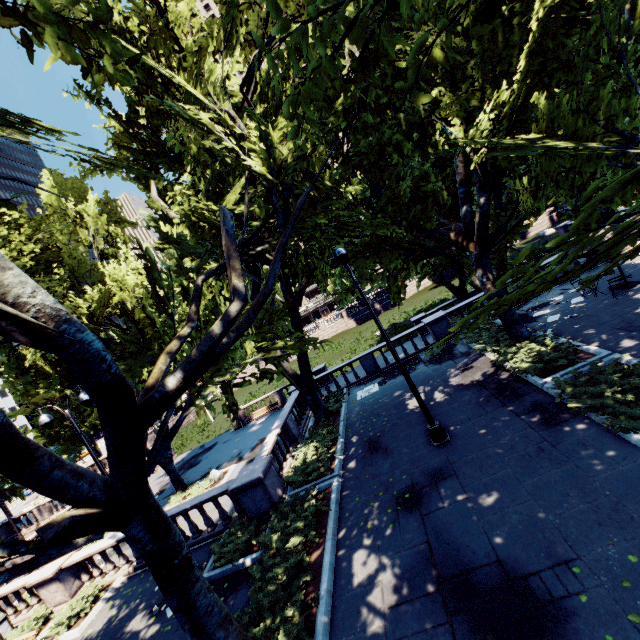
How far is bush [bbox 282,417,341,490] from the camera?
12.4m

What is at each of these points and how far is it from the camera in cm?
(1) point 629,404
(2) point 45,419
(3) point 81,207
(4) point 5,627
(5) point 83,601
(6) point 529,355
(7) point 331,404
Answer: (1) bush, 780
(2) light, 1130
(3) tree, 2238
(4) garbage can, 1316
(5) bush, 1217
(6) bush, 1245
(7) bush, 1861

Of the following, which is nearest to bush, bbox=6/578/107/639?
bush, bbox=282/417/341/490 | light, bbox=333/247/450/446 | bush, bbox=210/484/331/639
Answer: bush, bbox=210/484/331/639

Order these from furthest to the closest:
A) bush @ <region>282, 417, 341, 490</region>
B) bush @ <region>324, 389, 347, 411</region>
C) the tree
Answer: bush @ <region>324, 389, 347, 411</region> < bush @ <region>282, 417, 341, 490</region> < the tree

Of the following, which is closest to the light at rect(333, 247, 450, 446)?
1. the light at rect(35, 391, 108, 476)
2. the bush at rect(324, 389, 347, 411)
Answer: the bush at rect(324, 389, 347, 411)

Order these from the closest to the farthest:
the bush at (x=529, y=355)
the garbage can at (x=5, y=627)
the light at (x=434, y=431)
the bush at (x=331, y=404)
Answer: the light at (x=434, y=431) < the bush at (x=529, y=355) < the garbage can at (x=5, y=627) < the bush at (x=331, y=404)

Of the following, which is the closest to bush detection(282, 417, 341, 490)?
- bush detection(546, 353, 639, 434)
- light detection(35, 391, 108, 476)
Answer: light detection(35, 391, 108, 476)

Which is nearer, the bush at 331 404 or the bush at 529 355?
the bush at 529 355
